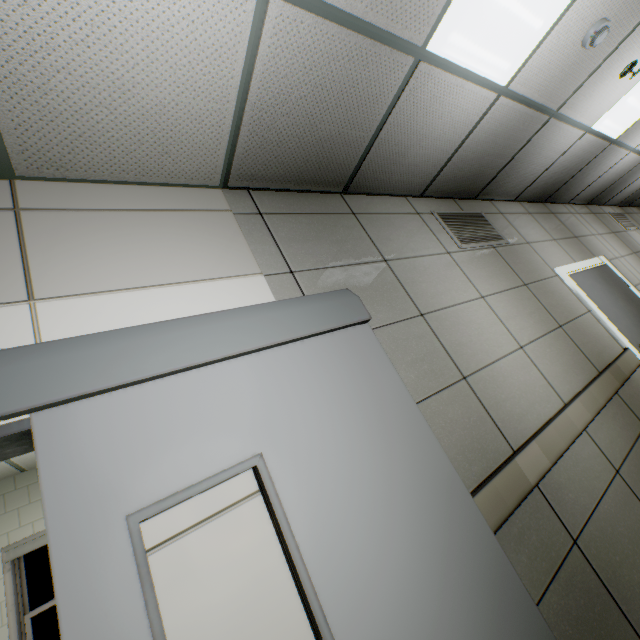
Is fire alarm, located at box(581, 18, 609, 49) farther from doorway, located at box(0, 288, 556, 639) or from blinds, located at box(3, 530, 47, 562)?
blinds, located at box(3, 530, 47, 562)

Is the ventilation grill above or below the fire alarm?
below

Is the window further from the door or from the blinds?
the door

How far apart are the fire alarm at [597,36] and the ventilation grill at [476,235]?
1.4 meters

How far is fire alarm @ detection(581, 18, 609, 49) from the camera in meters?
2.3

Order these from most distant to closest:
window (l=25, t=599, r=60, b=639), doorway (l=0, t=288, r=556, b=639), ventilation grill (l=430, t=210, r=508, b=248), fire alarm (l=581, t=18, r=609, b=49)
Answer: window (l=25, t=599, r=60, b=639) < ventilation grill (l=430, t=210, r=508, b=248) < fire alarm (l=581, t=18, r=609, b=49) < doorway (l=0, t=288, r=556, b=639)

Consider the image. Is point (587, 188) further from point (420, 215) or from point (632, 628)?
point (632, 628)

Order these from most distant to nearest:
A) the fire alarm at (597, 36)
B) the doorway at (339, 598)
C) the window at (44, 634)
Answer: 1. the window at (44, 634)
2. the fire alarm at (597, 36)
3. the doorway at (339, 598)
